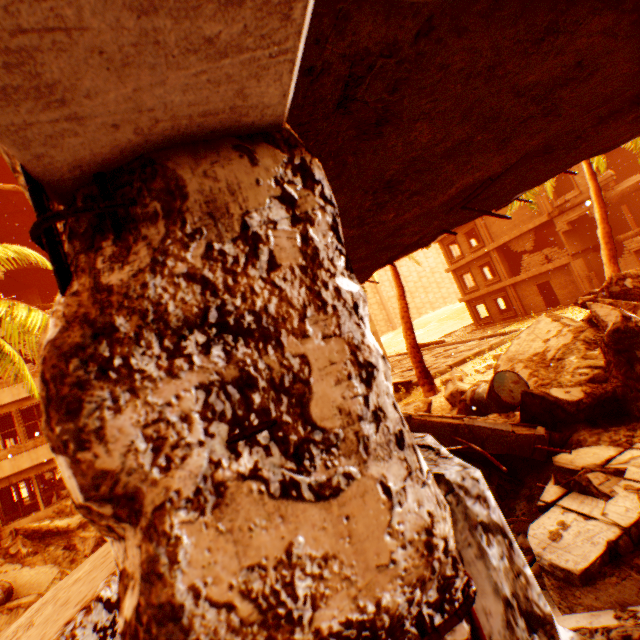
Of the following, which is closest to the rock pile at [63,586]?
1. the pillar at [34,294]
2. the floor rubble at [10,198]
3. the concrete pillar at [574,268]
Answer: the concrete pillar at [574,268]

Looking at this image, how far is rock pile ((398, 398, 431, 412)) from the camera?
8.44m

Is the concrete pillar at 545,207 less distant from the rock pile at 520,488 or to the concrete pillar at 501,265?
the concrete pillar at 501,265

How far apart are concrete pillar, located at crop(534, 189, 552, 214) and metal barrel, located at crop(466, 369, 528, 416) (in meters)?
21.38

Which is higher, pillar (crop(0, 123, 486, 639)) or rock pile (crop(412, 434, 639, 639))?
pillar (crop(0, 123, 486, 639))

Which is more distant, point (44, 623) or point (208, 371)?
point (44, 623)

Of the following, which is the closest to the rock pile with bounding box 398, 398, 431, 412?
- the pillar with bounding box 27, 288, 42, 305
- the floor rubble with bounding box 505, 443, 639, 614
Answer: the floor rubble with bounding box 505, 443, 639, 614

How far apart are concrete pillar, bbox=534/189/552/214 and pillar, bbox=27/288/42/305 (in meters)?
35.37
